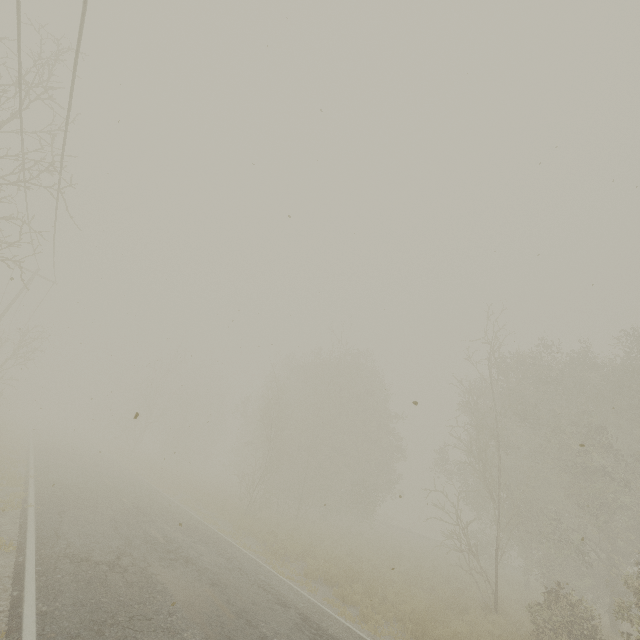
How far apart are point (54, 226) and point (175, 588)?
16.2m
